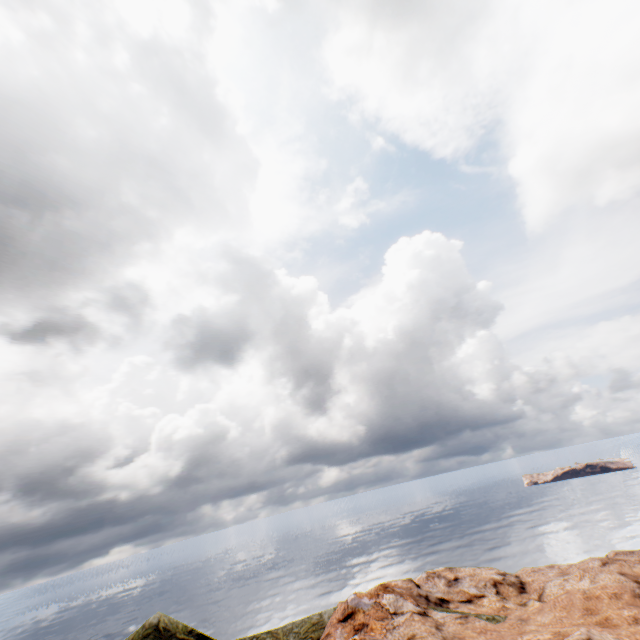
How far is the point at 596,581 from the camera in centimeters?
3092cm
